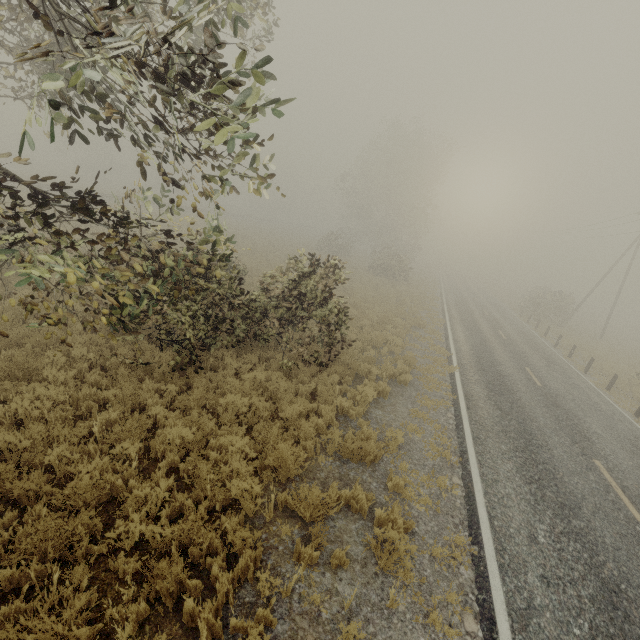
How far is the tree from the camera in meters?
31.4

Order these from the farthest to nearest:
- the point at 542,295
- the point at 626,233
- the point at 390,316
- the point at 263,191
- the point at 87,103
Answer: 1. the point at 87,103
2. the point at 542,295
3. the point at 626,233
4. the point at 390,316
5. the point at 263,191

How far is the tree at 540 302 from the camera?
31.4 meters
